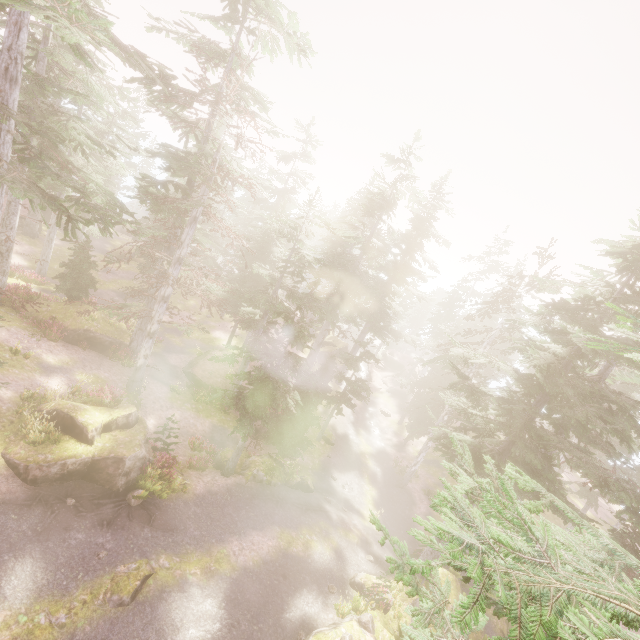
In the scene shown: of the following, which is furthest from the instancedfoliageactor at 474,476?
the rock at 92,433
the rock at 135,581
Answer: the rock at 135,581

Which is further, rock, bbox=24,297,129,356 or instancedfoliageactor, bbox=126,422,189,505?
rock, bbox=24,297,129,356

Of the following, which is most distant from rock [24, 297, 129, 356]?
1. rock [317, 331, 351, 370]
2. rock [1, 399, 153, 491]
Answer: rock [317, 331, 351, 370]

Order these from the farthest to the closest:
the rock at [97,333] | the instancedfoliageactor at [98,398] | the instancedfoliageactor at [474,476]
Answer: the rock at [97,333]
the instancedfoliageactor at [98,398]
the instancedfoliageactor at [474,476]

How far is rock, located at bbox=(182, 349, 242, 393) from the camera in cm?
2573

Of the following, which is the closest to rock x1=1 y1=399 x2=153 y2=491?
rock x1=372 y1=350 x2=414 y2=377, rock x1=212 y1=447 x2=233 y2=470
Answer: rock x1=212 y1=447 x2=233 y2=470

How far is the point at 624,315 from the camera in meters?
14.5 m

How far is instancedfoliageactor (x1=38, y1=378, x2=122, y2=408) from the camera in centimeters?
1433cm
